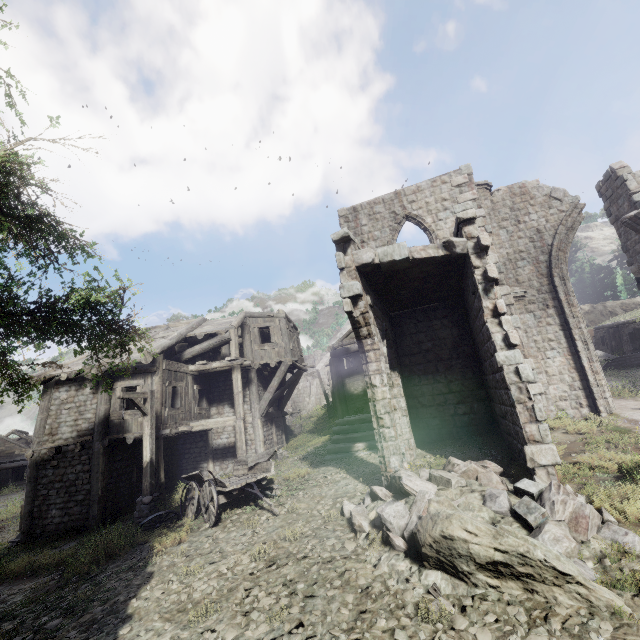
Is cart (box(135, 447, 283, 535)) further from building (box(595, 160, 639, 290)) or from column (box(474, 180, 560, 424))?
column (box(474, 180, 560, 424))

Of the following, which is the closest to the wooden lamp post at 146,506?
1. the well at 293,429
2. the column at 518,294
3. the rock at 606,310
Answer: the column at 518,294

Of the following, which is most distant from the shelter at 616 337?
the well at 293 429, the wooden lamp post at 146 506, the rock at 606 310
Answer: the wooden lamp post at 146 506

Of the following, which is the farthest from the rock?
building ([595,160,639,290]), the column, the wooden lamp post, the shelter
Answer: the wooden lamp post

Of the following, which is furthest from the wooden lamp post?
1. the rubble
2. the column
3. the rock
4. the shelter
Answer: the rock

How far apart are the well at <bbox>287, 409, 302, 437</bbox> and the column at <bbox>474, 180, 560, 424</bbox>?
20.01m

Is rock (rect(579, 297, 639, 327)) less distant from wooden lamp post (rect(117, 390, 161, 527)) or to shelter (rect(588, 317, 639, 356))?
shelter (rect(588, 317, 639, 356))

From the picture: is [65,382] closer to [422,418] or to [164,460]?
[164,460]
